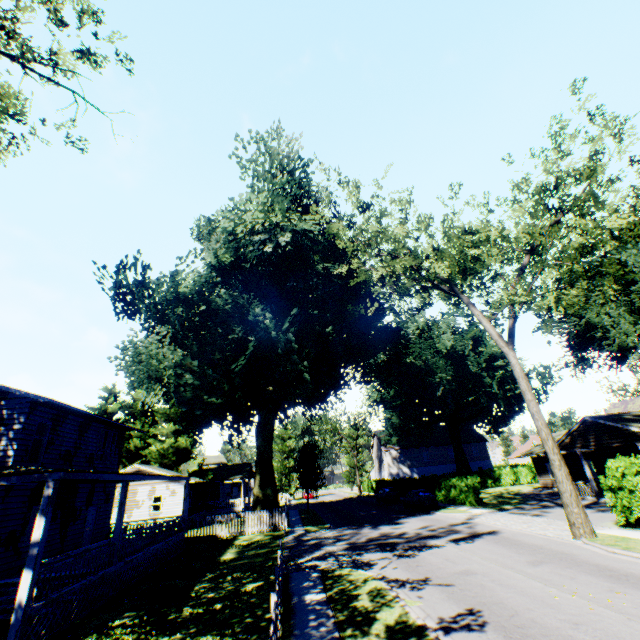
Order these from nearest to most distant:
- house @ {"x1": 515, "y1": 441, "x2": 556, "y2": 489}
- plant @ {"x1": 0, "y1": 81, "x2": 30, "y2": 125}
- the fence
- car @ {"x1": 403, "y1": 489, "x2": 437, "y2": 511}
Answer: the fence → plant @ {"x1": 0, "y1": 81, "x2": 30, "y2": 125} → car @ {"x1": 403, "y1": 489, "x2": 437, "y2": 511} → house @ {"x1": 515, "y1": 441, "x2": 556, "y2": 489}

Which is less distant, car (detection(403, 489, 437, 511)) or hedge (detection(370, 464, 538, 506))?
car (detection(403, 489, 437, 511))

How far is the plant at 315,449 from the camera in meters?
36.5 m

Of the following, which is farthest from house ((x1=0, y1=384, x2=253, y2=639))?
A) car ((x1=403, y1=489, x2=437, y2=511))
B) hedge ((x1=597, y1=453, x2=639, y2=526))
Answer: car ((x1=403, y1=489, x2=437, y2=511))

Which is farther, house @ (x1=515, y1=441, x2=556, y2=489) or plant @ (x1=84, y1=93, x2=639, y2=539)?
house @ (x1=515, y1=441, x2=556, y2=489)

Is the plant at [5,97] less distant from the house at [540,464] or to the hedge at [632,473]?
the house at [540,464]

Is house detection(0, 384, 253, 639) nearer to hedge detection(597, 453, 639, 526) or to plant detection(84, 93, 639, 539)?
plant detection(84, 93, 639, 539)

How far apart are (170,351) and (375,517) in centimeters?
2340cm
